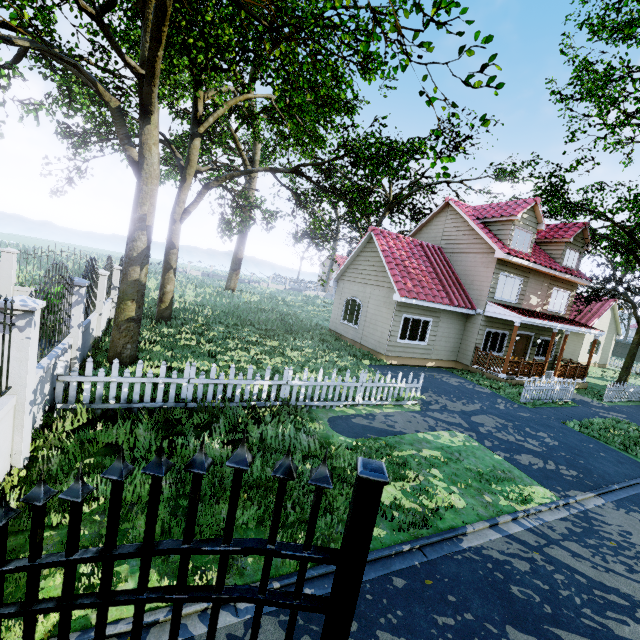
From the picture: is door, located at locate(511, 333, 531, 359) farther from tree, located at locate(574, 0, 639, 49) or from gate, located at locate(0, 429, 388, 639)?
gate, located at locate(0, 429, 388, 639)

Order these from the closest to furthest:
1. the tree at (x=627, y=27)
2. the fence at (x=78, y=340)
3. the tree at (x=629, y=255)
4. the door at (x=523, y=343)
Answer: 1. the fence at (x=78, y=340)
2. the tree at (x=627, y=27)
3. the tree at (x=629, y=255)
4. the door at (x=523, y=343)

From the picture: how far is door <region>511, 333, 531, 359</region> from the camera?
18.56m

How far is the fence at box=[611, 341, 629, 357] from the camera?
48.9m

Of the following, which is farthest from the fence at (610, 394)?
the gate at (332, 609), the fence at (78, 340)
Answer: the gate at (332, 609)

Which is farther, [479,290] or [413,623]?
[479,290]

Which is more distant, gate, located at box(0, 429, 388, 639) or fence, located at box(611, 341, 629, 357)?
fence, located at box(611, 341, 629, 357)
